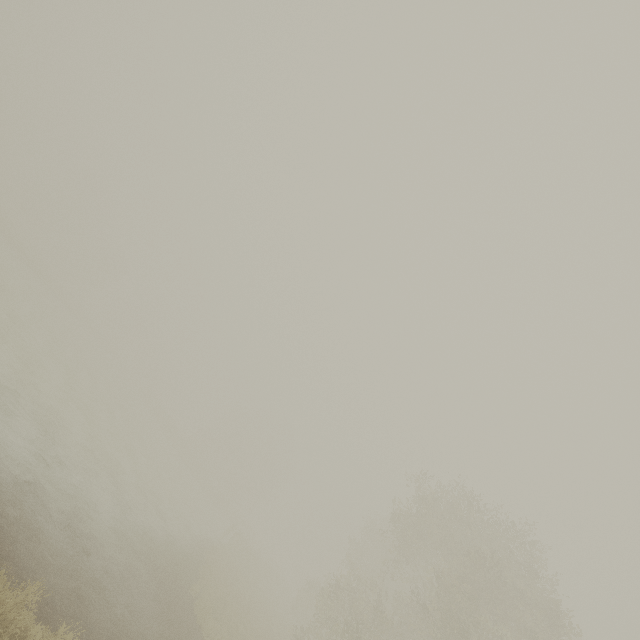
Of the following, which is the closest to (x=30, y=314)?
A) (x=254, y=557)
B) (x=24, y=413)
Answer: (x=24, y=413)
